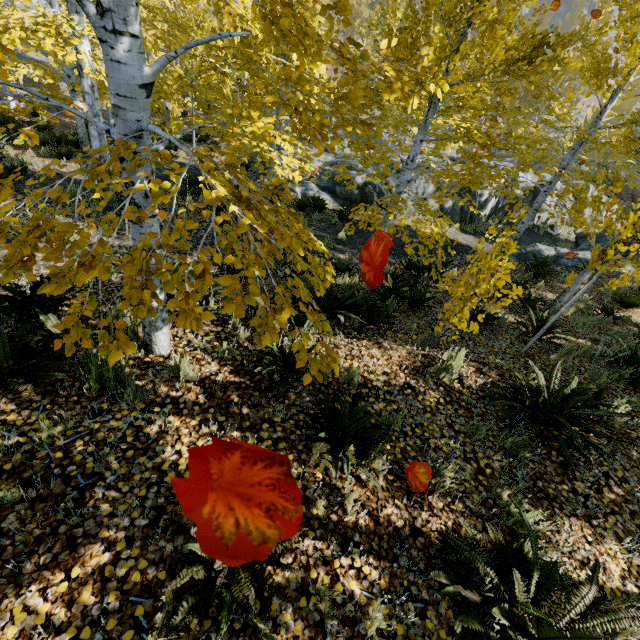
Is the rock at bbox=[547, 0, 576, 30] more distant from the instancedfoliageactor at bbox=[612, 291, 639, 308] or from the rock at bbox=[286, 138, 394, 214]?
the rock at bbox=[286, 138, 394, 214]

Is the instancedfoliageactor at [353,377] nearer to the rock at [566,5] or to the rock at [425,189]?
the rock at [425,189]

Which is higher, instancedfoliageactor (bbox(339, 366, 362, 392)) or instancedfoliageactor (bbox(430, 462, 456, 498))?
instancedfoliageactor (bbox(430, 462, 456, 498))

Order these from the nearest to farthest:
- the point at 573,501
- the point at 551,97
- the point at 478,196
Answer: the point at 573,501, the point at 551,97, the point at 478,196

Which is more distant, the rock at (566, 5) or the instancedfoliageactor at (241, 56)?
the rock at (566, 5)

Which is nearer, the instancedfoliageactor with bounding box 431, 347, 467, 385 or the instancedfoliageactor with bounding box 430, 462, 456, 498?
the instancedfoliageactor with bounding box 430, 462, 456, 498

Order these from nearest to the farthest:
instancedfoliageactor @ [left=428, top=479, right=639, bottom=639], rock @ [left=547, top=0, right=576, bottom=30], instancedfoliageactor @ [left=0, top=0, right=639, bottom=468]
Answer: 1. instancedfoliageactor @ [left=0, top=0, right=639, bottom=468]
2. instancedfoliageactor @ [left=428, top=479, right=639, bottom=639]
3. rock @ [left=547, top=0, right=576, bottom=30]

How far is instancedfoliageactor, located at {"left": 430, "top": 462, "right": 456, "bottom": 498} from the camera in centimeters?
295cm
